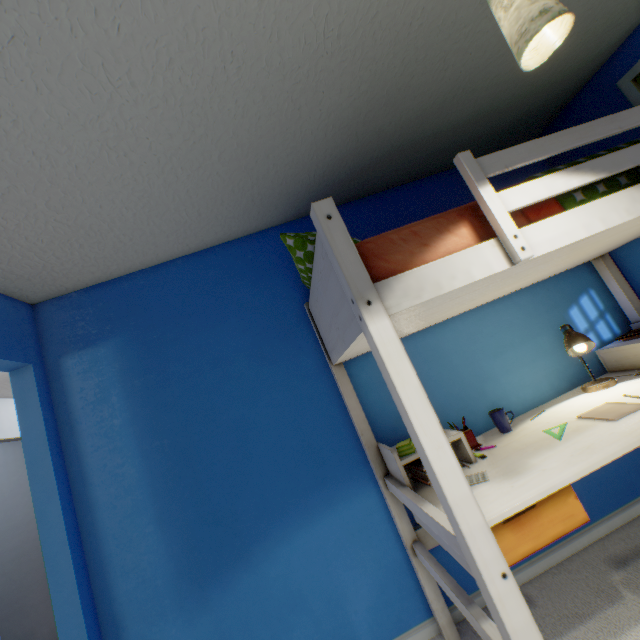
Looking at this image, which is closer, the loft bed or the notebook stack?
the loft bed

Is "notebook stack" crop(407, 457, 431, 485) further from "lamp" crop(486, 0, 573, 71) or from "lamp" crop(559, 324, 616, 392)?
"lamp" crop(486, 0, 573, 71)

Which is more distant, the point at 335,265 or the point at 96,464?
the point at 96,464

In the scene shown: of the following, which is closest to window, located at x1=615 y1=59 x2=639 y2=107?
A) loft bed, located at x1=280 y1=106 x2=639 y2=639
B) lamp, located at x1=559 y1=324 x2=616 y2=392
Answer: loft bed, located at x1=280 y1=106 x2=639 y2=639

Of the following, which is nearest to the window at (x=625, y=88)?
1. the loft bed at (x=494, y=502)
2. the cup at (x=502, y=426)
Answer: the loft bed at (x=494, y=502)

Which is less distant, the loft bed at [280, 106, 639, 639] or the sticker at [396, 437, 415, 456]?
the loft bed at [280, 106, 639, 639]

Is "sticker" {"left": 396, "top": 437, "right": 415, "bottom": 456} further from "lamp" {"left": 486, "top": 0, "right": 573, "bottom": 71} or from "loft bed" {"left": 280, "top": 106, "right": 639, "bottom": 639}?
"lamp" {"left": 486, "top": 0, "right": 573, "bottom": 71}

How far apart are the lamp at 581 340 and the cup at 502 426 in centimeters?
50cm
